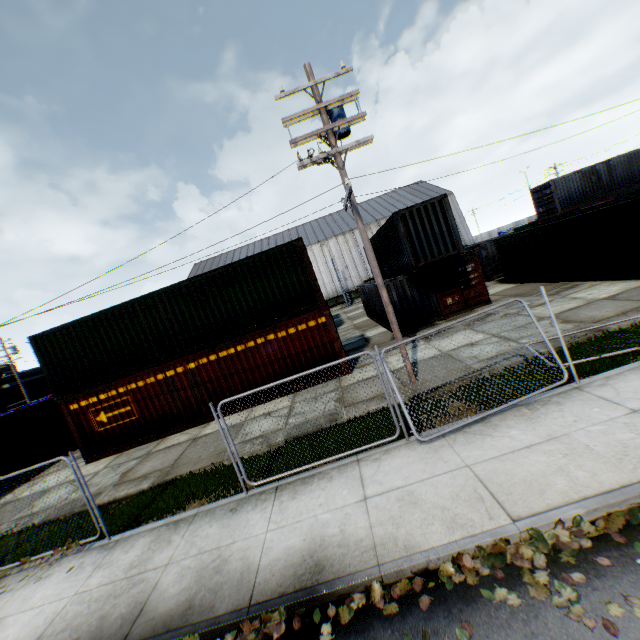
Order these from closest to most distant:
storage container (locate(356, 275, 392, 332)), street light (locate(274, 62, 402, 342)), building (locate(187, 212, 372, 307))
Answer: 1. street light (locate(274, 62, 402, 342))
2. storage container (locate(356, 275, 392, 332))
3. building (locate(187, 212, 372, 307))

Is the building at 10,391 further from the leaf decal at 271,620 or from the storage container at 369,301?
the leaf decal at 271,620

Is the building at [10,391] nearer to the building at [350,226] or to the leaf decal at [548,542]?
the building at [350,226]

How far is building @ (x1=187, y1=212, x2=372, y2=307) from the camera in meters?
51.5

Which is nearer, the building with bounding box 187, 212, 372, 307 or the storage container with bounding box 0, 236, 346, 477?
the storage container with bounding box 0, 236, 346, 477

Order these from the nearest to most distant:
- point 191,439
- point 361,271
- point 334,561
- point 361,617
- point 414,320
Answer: point 361,617
point 334,561
point 191,439
point 414,320
point 361,271

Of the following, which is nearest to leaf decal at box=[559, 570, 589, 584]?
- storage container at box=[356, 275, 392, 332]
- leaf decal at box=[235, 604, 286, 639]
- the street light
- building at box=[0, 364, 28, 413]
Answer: leaf decal at box=[235, 604, 286, 639]

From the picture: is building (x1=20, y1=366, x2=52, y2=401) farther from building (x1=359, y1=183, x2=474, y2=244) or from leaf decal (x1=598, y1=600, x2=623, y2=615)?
leaf decal (x1=598, y1=600, x2=623, y2=615)
